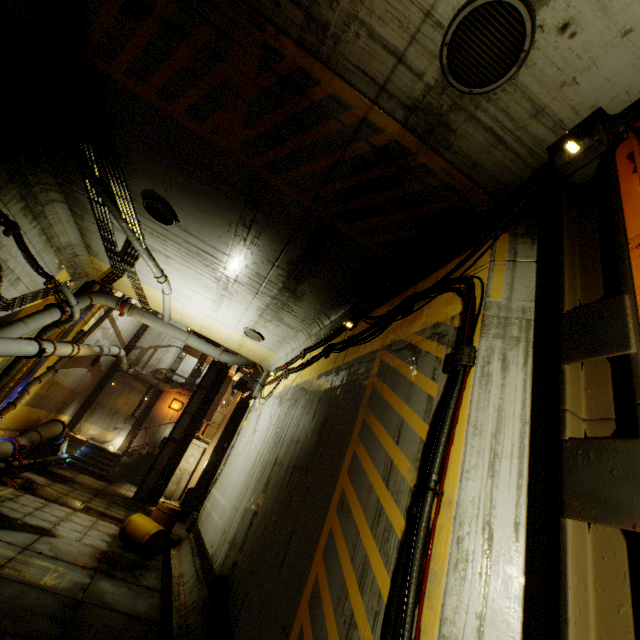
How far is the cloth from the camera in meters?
16.8 m

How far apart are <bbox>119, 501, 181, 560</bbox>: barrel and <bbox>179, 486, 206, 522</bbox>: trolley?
5.1 meters

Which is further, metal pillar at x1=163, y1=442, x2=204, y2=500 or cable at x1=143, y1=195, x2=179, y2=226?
metal pillar at x1=163, y1=442, x2=204, y2=500

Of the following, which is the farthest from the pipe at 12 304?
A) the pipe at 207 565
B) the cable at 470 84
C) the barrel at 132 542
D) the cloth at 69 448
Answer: the pipe at 207 565

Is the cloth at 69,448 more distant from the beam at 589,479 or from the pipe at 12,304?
the beam at 589,479

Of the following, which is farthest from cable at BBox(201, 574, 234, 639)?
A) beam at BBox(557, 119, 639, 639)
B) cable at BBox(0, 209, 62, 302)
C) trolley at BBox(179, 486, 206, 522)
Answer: cable at BBox(0, 209, 62, 302)

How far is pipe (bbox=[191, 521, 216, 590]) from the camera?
6.9 meters

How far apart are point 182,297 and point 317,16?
9.56m
